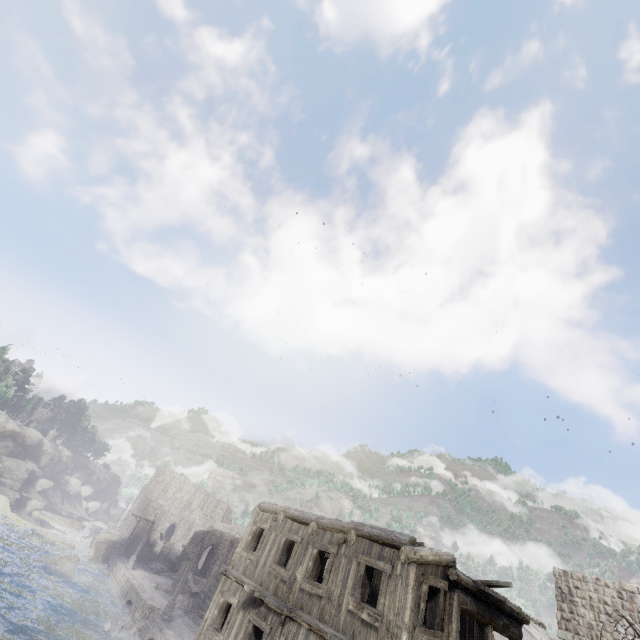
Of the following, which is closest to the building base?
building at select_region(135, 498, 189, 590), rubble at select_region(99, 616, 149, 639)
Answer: rubble at select_region(99, 616, 149, 639)

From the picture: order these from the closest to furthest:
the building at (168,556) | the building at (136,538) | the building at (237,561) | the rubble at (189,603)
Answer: the building at (237,561) < the rubble at (189,603) < the building at (168,556) < the building at (136,538)

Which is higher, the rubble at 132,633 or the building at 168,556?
the building at 168,556

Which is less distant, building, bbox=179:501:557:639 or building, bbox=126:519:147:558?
building, bbox=179:501:557:639

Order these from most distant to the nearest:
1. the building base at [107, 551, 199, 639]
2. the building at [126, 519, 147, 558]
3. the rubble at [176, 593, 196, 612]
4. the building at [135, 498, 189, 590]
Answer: the building at [126, 519, 147, 558], the building at [135, 498, 189, 590], the rubble at [176, 593, 196, 612], the building base at [107, 551, 199, 639]

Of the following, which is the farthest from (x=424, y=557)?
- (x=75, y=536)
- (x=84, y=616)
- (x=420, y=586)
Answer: (x=75, y=536)

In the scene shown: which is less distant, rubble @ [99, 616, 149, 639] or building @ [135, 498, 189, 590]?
rubble @ [99, 616, 149, 639]

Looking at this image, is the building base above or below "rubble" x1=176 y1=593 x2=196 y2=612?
below
